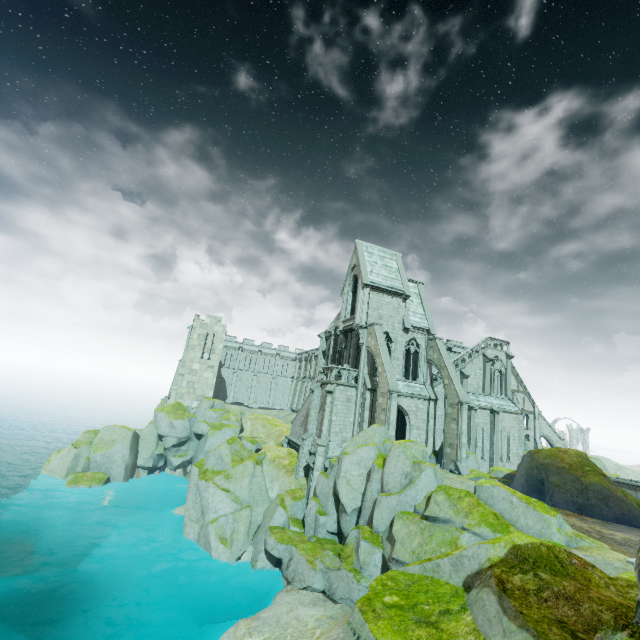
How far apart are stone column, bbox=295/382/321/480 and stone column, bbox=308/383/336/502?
2.0 meters

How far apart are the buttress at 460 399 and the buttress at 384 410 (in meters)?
5.90

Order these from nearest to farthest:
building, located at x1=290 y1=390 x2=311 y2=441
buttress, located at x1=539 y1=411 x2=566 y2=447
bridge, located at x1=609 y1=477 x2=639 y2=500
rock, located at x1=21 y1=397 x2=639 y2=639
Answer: rock, located at x1=21 y1=397 x2=639 y2=639 < bridge, located at x1=609 y1=477 x2=639 y2=500 < building, located at x1=290 y1=390 x2=311 y2=441 < buttress, located at x1=539 y1=411 x2=566 y2=447

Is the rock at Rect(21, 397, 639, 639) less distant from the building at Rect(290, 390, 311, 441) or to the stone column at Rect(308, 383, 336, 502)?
the building at Rect(290, 390, 311, 441)

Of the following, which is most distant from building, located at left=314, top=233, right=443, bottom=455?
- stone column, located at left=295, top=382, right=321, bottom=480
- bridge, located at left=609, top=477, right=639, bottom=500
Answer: bridge, located at left=609, top=477, right=639, bottom=500

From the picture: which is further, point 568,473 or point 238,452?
point 238,452

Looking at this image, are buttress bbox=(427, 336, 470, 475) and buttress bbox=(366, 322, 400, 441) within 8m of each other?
yes

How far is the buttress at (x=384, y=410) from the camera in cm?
2416
